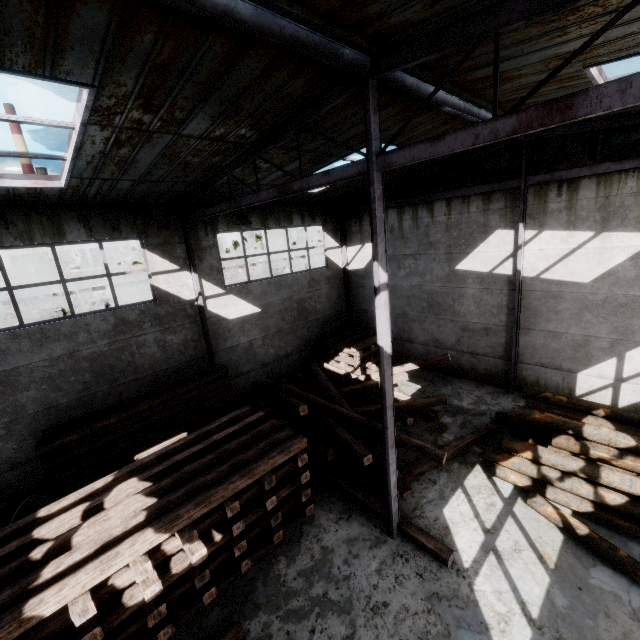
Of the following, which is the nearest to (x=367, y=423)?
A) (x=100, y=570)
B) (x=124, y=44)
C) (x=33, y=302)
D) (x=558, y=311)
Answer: (x=100, y=570)

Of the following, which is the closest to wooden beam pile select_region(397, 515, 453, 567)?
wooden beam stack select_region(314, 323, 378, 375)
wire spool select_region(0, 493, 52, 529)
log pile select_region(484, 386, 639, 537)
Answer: wooden beam stack select_region(314, 323, 378, 375)

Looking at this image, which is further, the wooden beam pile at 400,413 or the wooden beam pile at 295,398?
the wooden beam pile at 400,413

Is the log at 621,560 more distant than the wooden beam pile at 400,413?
No

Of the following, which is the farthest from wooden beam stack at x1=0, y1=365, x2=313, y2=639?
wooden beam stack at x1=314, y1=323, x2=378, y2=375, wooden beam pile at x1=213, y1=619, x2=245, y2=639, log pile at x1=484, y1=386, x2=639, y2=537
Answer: wooden beam stack at x1=314, y1=323, x2=378, y2=375

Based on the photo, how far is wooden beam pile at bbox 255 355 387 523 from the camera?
7.9m

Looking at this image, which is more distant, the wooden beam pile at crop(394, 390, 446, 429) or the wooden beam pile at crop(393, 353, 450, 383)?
the wooden beam pile at crop(393, 353, 450, 383)
